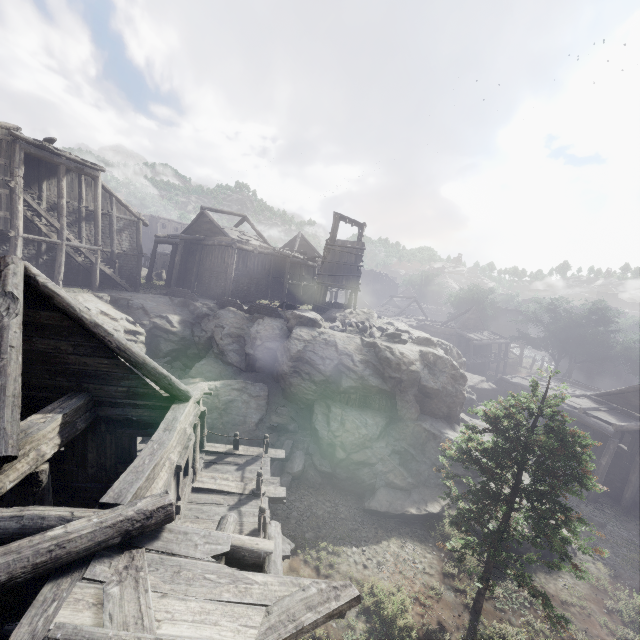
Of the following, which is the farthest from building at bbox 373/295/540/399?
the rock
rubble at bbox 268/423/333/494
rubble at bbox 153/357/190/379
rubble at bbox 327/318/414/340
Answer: rubble at bbox 153/357/190/379

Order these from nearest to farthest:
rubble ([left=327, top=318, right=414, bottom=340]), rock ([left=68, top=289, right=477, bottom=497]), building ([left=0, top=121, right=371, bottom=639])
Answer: building ([left=0, top=121, right=371, bottom=639]) < rock ([left=68, top=289, right=477, bottom=497]) < rubble ([left=327, top=318, right=414, bottom=340])

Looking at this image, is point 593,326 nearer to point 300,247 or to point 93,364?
point 300,247

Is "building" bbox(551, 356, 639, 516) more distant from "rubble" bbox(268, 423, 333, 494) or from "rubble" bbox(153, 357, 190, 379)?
"rubble" bbox(153, 357, 190, 379)

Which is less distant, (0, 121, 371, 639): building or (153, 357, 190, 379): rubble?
(0, 121, 371, 639): building

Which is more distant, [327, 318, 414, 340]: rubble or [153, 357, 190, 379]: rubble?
[153, 357, 190, 379]: rubble

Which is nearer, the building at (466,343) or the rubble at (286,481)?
the rubble at (286,481)

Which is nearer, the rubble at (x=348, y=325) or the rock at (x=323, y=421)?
the rock at (x=323, y=421)
